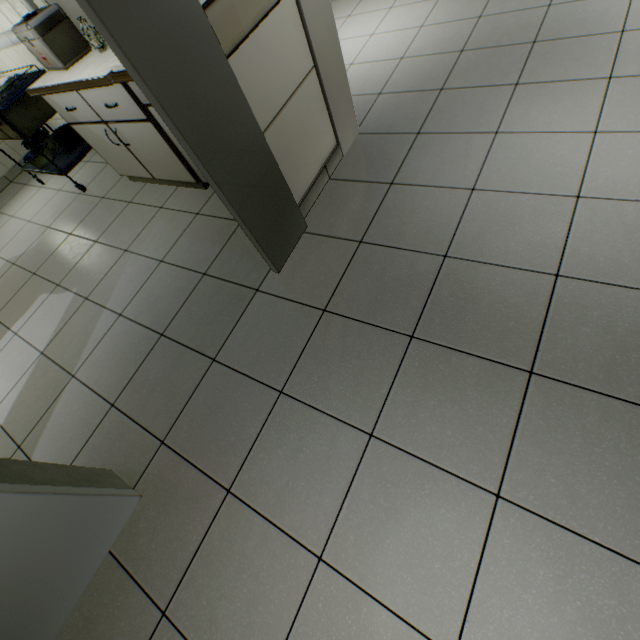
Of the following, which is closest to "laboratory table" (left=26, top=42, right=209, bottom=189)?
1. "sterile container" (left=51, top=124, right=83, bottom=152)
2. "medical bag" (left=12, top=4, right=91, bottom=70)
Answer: "medical bag" (left=12, top=4, right=91, bottom=70)

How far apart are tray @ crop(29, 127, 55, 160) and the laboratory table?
1.03m

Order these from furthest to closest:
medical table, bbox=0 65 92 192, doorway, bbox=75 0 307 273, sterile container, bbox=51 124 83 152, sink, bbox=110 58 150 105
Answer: sterile container, bbox=51 124 83 152, medical table, bbox=0 65 92 192, sink, bbox=110 58 150 105, doorway, bbox=75 0 307 273

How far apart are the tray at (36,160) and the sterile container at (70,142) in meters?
0.1 m

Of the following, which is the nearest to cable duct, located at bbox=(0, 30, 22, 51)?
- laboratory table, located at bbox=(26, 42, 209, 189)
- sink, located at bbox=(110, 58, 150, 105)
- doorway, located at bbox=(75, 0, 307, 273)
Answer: laboratory table, located at bbox=(26, 42, 209, 189)

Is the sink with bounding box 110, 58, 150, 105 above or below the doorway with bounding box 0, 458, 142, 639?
above

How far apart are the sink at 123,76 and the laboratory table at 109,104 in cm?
5

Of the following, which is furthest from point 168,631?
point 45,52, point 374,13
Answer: point 374,13
